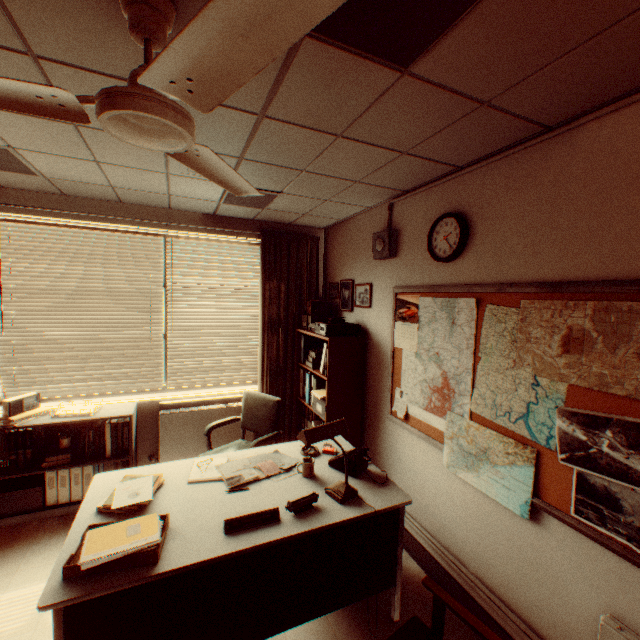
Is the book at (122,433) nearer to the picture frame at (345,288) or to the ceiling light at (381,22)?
the picture frame at (345,288)

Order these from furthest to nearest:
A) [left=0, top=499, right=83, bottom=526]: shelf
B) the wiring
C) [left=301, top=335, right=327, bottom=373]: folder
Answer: [left=301, top=335, right=327, bottom=373]: folder < [left=0, top=499, right=83, bottom=526]: shelf < the wiring

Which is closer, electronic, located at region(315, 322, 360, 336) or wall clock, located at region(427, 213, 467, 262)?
wall clock, located at region(427, 213, 467, 262)

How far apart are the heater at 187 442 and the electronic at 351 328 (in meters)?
1.51

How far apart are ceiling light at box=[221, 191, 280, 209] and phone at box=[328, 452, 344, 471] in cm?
263

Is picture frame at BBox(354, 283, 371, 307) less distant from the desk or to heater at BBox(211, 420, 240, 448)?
the desk

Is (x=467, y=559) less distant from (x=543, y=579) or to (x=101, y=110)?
(x=543, y=579)

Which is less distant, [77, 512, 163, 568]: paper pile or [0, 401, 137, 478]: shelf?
[77, 512, 163, 568]: paper pile
